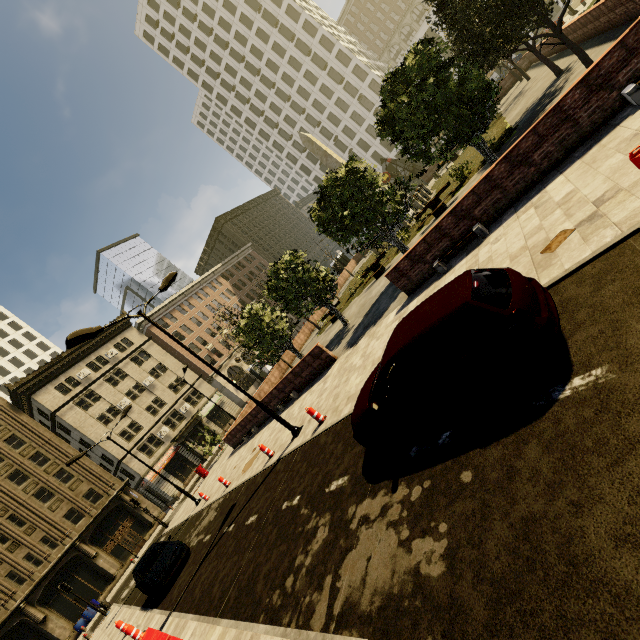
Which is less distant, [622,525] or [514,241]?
[622,525]

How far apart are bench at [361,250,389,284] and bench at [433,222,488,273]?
10.3 meters

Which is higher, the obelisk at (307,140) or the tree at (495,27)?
the obelisk at (307,140)

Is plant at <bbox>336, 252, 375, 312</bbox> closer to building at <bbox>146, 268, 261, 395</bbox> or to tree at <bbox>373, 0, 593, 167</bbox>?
tree at <bbox>373, 0, 593, 167</bbox>

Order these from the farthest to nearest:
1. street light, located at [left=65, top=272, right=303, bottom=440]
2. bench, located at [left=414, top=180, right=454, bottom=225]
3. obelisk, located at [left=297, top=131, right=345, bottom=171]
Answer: obelisk, located at [left=297, top=131, right=345, bottom=171], bench, located at [left=414, top=180, right=454, bottom=225], street light, located at [left=65, top=272, right=303, bottom=440]

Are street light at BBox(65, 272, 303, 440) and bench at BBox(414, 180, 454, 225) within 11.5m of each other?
no

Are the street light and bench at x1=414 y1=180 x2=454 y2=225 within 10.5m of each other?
no

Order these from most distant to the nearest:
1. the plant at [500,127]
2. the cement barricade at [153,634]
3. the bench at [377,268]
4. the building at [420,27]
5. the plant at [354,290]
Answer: the building at [420,27], the plant at [354,290], the bench at [377,268], the plant at [500,127], the cement barricade at [153,634]
